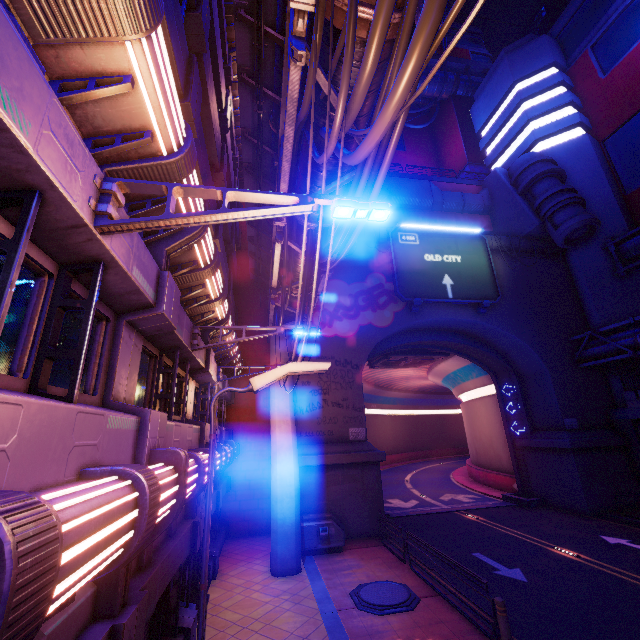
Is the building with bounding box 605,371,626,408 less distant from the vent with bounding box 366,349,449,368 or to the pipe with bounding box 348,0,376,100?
the vent with bounding box 366,349,449,368

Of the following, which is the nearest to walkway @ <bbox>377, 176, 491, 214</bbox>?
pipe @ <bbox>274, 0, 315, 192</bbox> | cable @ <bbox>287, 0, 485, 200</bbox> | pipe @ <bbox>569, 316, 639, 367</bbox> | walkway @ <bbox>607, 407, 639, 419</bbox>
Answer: pipe @ <bbox>274, 0, 315, 192</bbox>

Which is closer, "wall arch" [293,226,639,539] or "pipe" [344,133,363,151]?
"pipe" [344,133,363,151]

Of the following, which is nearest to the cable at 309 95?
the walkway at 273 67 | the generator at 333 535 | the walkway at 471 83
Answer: the walkway at 273 67

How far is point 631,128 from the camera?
24.2m

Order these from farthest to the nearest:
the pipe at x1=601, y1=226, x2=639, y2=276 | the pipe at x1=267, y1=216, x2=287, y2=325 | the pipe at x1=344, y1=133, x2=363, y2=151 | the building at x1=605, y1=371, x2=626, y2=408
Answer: the pipe at x1=601, y1=226, x2=639, y2=276 → the building at x1=605, y1=371, x2=626, y2=408 → the pipe at x1=267, y1=216, x2=287, y2=325 → the pipe at x1=344, y1=133, x2=363, y2=151

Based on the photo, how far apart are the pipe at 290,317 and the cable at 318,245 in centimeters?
0cm

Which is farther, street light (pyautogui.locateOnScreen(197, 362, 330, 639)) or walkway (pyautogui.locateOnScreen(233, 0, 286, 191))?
walkway (pyautogui.locateOnScreen(233, 0, 286, 191))
